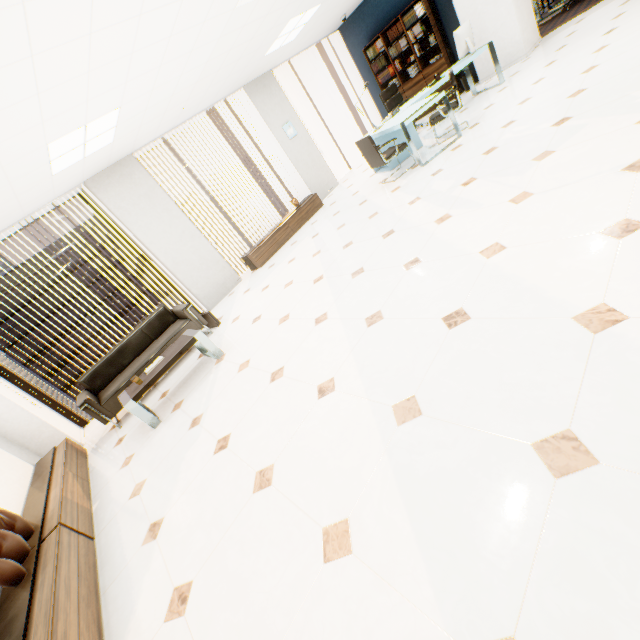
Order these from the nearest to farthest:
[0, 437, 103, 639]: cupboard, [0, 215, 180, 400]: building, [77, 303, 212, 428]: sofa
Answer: [0, 437, 103, 639]: cupboard, [77, 303, 212, 428]: sofa, [0, 215, 180, 400]: building

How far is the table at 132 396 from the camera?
3.7m

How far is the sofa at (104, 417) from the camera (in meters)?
4.46

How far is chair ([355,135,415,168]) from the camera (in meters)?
5.33

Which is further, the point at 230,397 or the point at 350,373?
the point at 230,397

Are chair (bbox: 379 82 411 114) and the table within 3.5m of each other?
no

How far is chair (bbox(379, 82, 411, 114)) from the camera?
7.5m

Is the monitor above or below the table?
above
